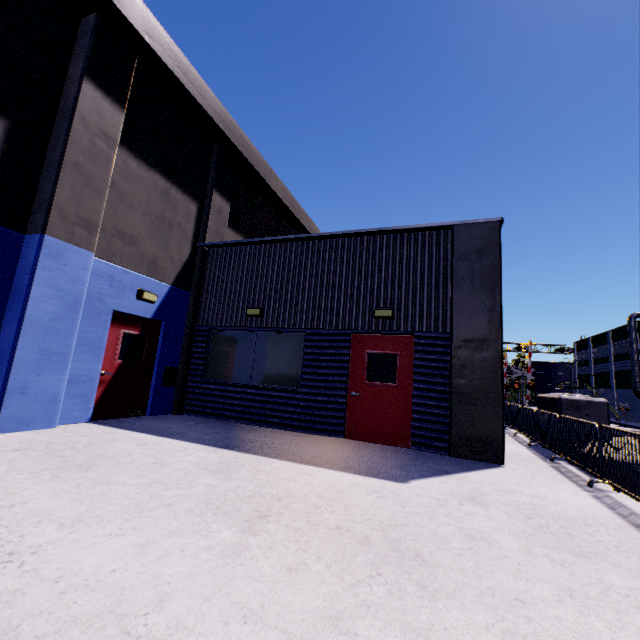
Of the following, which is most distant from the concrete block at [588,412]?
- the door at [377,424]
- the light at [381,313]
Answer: the light at [381,313]

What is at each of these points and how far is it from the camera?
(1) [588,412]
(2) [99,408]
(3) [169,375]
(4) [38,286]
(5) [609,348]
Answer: (1) concrete block, 7.54m
(2) door, 7.20m
(3) electrical box, 8.68m
(4) building, 5.80m
(5) building, 55.50m

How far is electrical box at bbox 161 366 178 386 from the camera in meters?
8.6 m

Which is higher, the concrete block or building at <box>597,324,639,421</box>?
building at <box>597,324,639,421</box>

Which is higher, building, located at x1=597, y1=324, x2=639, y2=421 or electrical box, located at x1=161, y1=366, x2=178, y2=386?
building, located at x1=597, y1=324, x2=639, y2=421

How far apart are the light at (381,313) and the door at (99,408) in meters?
5.7

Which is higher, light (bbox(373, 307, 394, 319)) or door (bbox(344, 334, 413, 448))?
light (bbox(373, 307, 394, 319))

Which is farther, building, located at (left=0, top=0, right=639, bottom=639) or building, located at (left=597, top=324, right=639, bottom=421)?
building, located at (left=597, top=324, right=639, bottom=421)
